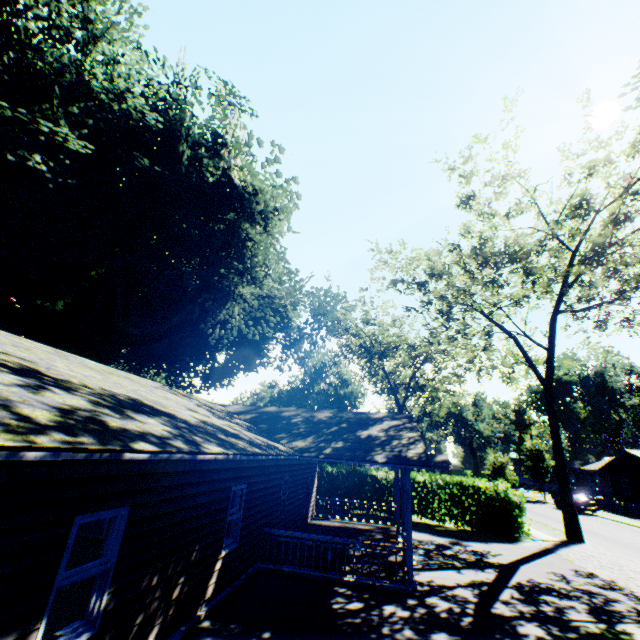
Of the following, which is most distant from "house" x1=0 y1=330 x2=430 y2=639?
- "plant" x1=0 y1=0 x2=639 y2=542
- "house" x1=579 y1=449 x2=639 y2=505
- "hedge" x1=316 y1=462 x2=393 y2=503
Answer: "house" x1=579 y1=449 x2=639 y2=505

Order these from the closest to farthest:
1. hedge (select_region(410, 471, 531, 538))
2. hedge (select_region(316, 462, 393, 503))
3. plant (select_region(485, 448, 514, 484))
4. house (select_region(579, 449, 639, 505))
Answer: hedge (select_region(410, 471, 531, 538))
hedge (select_region(316, 462, 393, 503))
plant (select_region(485, 448, 514, 484))
house (select_region(579, 449, 639, 505))

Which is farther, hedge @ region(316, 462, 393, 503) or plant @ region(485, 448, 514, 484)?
plant @ region(485, 448, 514, 484)

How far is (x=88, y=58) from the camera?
13.3 meters

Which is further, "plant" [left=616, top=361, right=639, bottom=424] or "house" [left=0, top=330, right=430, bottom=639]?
"plant" [left=616, top=361, right=639, bottom=424]

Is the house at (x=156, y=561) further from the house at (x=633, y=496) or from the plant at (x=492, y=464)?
the house at (x=633, y=496)

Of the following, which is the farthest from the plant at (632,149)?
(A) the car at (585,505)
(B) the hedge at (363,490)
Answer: (A) the car at (585,505)

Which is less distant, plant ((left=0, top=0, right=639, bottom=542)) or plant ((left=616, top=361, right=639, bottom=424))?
plant ((left=0, top=0, right=639, bottom=542))
